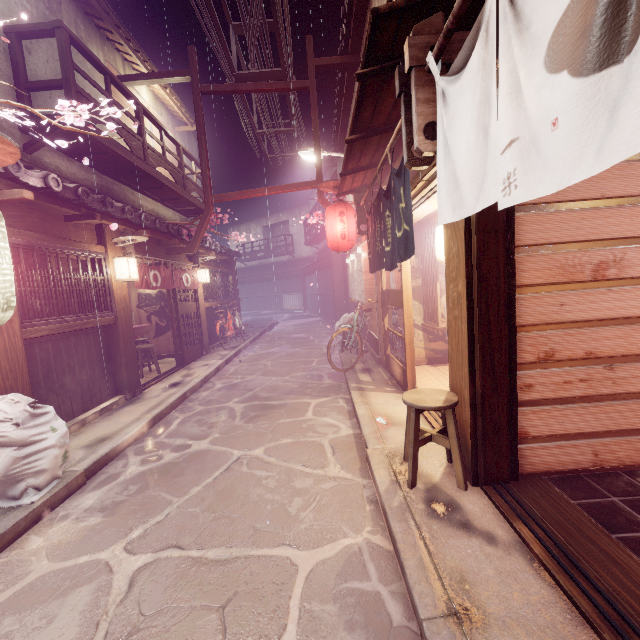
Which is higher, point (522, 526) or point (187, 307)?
point (187, 307)

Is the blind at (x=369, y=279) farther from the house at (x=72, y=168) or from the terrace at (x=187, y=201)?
the house at (x=72, y=168)

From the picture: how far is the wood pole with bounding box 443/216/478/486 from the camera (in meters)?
4.74

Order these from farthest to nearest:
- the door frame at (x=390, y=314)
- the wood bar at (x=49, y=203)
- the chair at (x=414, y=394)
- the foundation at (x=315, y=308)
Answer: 1. the foundation at (x=315, y=308)
2. the door frame at (x=390, y=314)
3. the wood bar at (x=49, y=203)
4. the chair at (x=414, y=394)

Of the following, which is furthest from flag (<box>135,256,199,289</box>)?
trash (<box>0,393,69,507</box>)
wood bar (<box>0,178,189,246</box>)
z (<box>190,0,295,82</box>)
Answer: z (<box>190,0,295,82</box>)

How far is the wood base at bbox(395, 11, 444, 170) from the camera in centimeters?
442cm

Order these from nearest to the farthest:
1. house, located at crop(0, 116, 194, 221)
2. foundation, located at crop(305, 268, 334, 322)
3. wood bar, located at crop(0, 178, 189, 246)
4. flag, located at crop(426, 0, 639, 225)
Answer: flag, located at crop(426, 0, 639, 225), wood bar, located at crop(0, 178, 189, 246), house, located at crop(0, 116, 194, 221), foundation, located at crop(305, 268, 334, 322)

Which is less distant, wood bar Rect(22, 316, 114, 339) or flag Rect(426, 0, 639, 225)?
flag Rect(426, 0, 639, 225)
